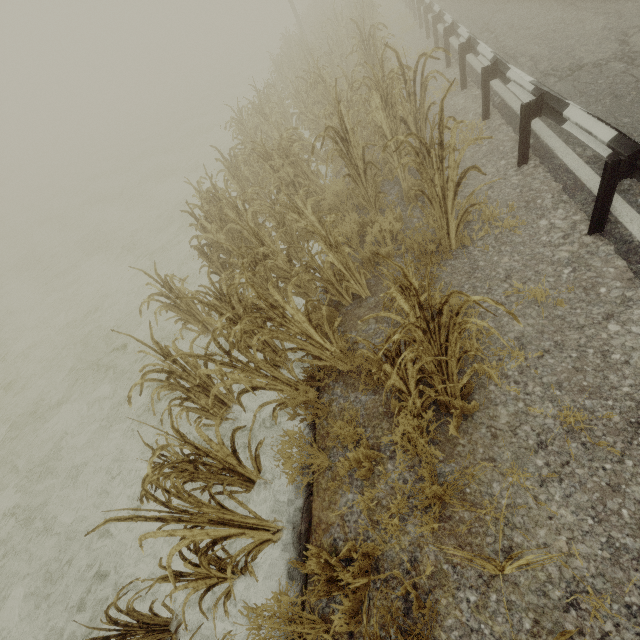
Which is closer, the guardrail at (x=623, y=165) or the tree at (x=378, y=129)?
the tree at (x=378, y=129)

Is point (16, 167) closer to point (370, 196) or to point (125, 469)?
point (125, 469)

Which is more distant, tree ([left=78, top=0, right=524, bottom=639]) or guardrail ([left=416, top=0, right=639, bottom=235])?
guardrail ([left=416, top=0, right=639, bottom=235])
